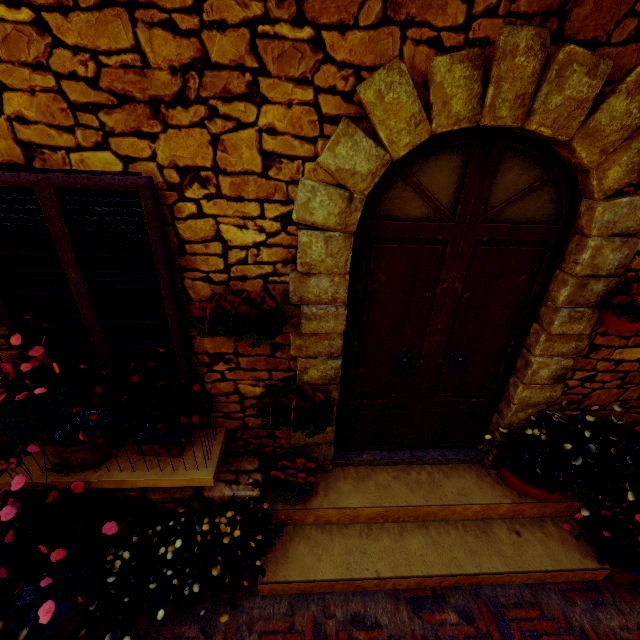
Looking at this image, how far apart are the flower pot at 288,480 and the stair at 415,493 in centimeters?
3cm

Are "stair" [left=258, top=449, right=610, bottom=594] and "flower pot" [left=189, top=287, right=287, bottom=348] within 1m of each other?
no

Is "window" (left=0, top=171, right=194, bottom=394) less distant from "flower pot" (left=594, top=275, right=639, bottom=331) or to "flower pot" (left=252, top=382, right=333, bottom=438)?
"flower pot" (left=252, top=382, right=333, bottom=438)

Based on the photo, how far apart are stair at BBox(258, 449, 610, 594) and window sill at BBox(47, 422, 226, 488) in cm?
58

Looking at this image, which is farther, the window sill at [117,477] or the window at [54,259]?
the window sill at [117,477]

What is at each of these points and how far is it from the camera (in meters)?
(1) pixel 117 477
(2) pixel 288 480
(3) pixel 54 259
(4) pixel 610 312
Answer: (1) window sill, 2.35
(2) flower pot, 2.69
(3) window, 1.97
(4) flower pot, 2.26

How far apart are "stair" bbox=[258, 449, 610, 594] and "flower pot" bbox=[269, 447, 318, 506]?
0.03m

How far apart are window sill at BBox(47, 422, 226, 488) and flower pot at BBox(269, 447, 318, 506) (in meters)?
0.50
